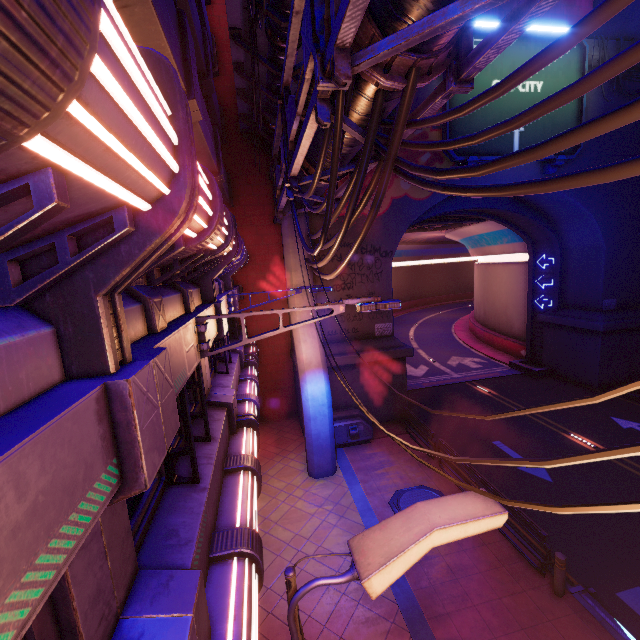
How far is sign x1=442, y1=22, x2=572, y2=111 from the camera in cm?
1486

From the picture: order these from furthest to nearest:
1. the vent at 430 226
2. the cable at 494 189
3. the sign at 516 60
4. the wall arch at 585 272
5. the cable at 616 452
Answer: the vent at 430 226, the wall arch at 585 272, the sign at 516 60, the cable at 494 189, the cable at 616 452

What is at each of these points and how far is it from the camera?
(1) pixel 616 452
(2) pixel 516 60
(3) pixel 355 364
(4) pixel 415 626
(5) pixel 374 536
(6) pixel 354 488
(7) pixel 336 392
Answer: (1) cable, 1.2 meters
(2) sign, 15.3 meters
(3) wall arch, 16.2 meters
(4) beam, 7.3 meters
(5) street light, 2.8 meters
(6) beam, 12.0 meters
(7) wall arch, 16.2 meters

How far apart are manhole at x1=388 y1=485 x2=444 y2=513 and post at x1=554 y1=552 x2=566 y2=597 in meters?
A: 2.6

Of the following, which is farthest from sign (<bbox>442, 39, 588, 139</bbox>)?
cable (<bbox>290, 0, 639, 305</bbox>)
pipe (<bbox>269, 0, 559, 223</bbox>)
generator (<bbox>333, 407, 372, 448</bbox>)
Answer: generator (<bbox>333, 407, 372, 448</bbox>)

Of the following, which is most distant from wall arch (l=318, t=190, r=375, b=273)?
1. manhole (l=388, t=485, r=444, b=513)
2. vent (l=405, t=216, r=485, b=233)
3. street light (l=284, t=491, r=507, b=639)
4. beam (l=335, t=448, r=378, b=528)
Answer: street light (l=284, t=491, r=507, b=639)

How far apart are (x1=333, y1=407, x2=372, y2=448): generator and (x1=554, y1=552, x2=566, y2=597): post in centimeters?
785cm

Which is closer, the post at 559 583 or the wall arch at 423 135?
the post at 559 583
